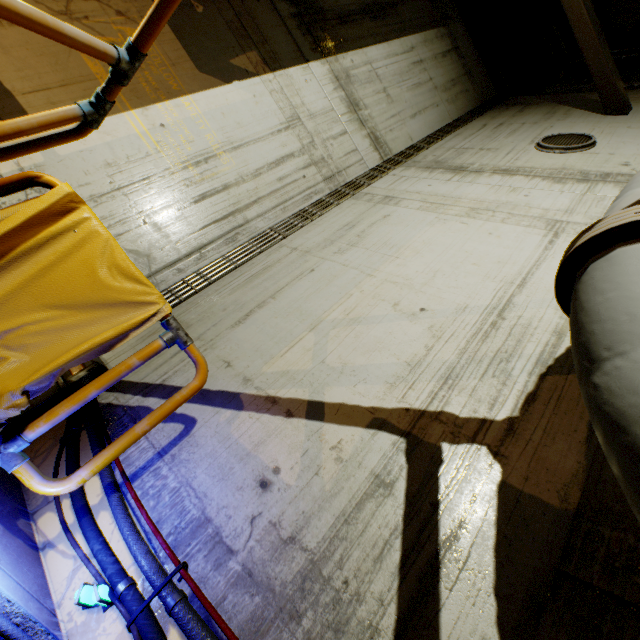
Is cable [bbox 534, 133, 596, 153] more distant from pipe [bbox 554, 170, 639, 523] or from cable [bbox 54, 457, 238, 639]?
cable [bbox 54, 457, 238, 639]

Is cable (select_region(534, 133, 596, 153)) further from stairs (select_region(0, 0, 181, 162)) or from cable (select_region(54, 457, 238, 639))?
cable (select_region(54, 457, 238, 639))

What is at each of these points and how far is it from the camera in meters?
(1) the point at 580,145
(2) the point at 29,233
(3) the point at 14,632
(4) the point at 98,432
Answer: (1) cable, 5.0
(2) cloth, 1.8
(3) cable, 1.4
(4) cable, 2.4

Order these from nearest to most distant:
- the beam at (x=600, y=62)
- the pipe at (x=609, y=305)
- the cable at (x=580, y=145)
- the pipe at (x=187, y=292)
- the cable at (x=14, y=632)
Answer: the pipe at (x=609, y=305), the cable at (x=14, y=632), the pipe at (x=187, y=292), the cable at (x=580, y=145), the beam at (x=600, y=62)

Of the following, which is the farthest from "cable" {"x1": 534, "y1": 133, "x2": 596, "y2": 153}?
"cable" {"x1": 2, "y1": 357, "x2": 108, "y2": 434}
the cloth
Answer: "cable" {"x1": 2, "y1": 357, "x2": 108, "y2": 434}

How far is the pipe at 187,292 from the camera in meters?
3.8

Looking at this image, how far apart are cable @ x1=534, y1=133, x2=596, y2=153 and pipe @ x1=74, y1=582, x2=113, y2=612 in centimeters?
723cm

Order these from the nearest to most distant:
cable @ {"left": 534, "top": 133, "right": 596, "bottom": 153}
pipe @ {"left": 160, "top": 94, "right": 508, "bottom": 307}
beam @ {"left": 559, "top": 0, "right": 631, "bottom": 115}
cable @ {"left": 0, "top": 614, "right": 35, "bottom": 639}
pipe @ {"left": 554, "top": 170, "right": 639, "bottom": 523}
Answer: pipe @ {"left": 554, "top": 170, "right": 639, "bottom": 523} < cable @ {"left": 0, "top": 614, "right": 35, "bottom": 639} < pipe @ {"left": 160, "top": 94, "right": 508, "bottom": 307} < cable @ {"left": 534, "top": 133, "right": 596, "bottom": 153} < beam @ {"left": 559, "top": 0, "right": 631, "bottom": 115}
